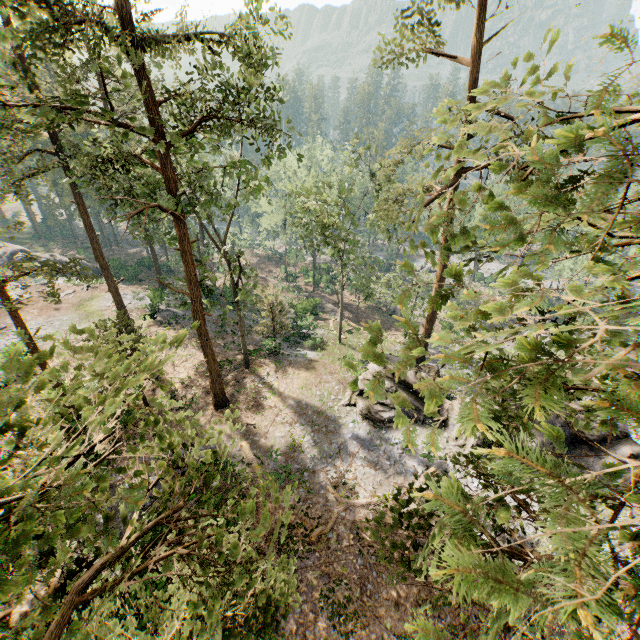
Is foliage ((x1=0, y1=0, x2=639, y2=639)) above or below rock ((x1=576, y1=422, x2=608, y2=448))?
above

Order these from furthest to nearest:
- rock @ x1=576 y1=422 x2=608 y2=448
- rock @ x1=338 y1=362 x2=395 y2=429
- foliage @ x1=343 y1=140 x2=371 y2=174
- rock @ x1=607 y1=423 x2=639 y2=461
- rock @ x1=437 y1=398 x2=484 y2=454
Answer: foliage @ x1=343 y1=140 x2=371 y2=174 → rock @ x1=338 y1=362 x2=395 y2=429 → rock @ x1=437 y1=398 x2=484 y2=454 → rock @ x1=576 y1=422 x2=608 y2=448 → rock @ x1=607 y1=423 x2=639 y2=461

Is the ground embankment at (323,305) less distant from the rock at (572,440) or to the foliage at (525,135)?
the foliage at (525,135)

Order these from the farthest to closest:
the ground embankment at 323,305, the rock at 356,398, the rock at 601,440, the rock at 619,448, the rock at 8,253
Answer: the rock at 8,253 → the ground embankment at 323,305 → the rock at 356,398 → the rock at 601,440 → the rock at 619,448

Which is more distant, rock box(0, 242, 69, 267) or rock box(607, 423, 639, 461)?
rock box(0, 242, 69, 267)

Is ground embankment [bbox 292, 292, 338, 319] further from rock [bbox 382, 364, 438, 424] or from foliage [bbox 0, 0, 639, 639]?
rock [bbox 382, 364, 438, 424]

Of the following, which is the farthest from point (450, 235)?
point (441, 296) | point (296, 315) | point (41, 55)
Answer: point (296, 315)
